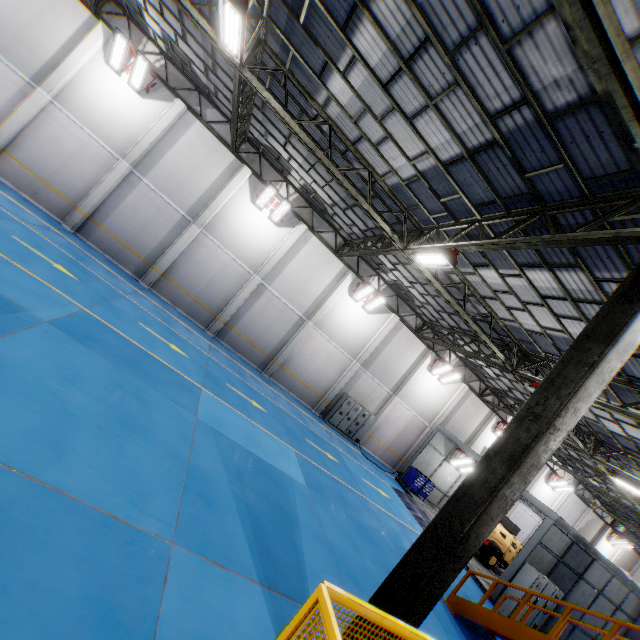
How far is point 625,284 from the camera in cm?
441

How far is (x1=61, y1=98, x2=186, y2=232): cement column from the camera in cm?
1476

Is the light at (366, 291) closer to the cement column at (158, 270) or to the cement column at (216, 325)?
the cement column at (216, 325)

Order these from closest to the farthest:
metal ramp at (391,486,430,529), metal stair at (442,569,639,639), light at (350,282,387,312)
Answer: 1. metal stair at (442,569,639,639)
2. metal ramp at (391,486,430,529)
3. light at (350,282,387,312)

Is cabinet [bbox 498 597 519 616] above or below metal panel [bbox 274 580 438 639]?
below

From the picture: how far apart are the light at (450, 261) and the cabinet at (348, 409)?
11.43m

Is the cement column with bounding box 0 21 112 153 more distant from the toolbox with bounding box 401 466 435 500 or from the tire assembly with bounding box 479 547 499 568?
the tire assembly with bounding box 479 547 499 568

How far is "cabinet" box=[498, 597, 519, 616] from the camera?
12.6m
